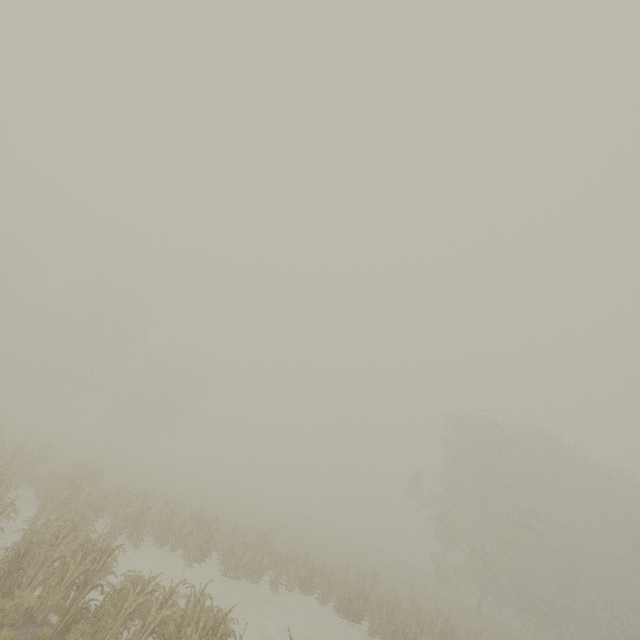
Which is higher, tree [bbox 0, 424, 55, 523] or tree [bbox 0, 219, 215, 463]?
tree [bbox 0, 219, 215, 463]

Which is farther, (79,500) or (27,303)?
(27,303)

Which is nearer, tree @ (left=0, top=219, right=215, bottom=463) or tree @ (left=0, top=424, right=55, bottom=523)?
tree @ (left=0, top=424, right=55, bottom=523)

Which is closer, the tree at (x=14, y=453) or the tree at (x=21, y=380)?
the tree at (x=14, y=453)

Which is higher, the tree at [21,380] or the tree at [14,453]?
the tree at [21,380]
